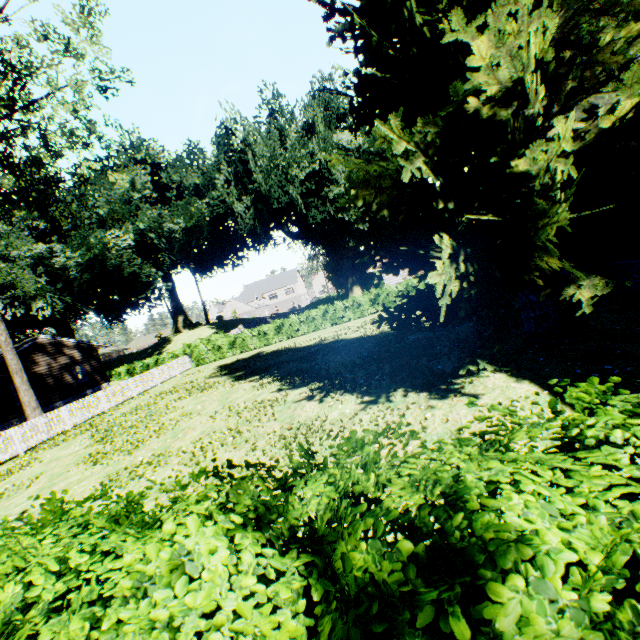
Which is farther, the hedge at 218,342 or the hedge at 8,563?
the hedge at 218,342

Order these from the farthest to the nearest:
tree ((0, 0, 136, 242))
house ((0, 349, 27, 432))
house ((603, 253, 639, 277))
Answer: house ((0, 349, 27, 432)) → tree ((0, 0, 136, 242)) → house ((603, 253, 639, 277))

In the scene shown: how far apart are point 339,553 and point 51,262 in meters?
44.6 m

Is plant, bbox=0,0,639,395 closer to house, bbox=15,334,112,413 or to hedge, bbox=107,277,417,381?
house, bbox=15,334,112,413

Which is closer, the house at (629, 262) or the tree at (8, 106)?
the house at (629, 262)

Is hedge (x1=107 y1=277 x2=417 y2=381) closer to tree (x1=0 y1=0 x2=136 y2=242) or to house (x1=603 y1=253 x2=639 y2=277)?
tree (x1=0 y1=0 x2=136 y2=242)

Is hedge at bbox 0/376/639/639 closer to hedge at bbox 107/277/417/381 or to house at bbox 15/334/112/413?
hedge at bbox 107/277/417/381

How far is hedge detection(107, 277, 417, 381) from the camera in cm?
2610
